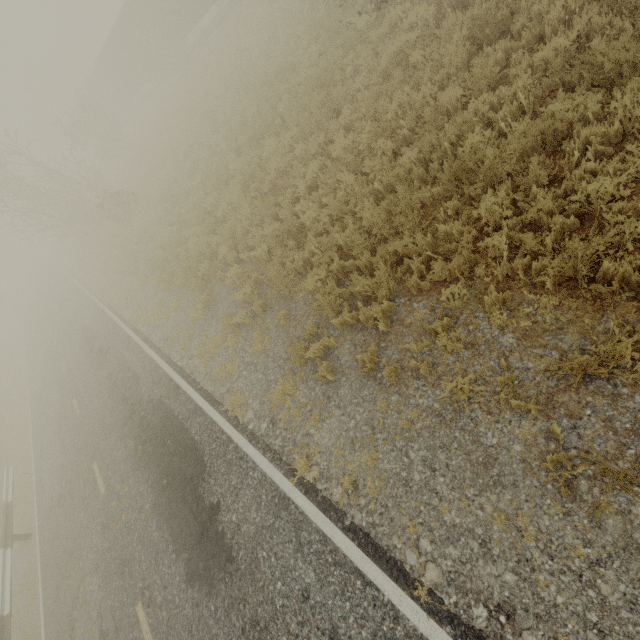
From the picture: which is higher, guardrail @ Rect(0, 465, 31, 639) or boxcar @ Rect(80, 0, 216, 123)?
boxcar @ Rect(80, 0, 216, 123)

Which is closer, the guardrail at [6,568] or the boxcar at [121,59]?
the guardrail at [6,568]

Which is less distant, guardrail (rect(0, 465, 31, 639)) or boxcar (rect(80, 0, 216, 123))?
guardrail (rect(0, 465, 31, 639))

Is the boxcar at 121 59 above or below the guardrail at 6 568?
above

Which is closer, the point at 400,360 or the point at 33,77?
the point at 400,360
